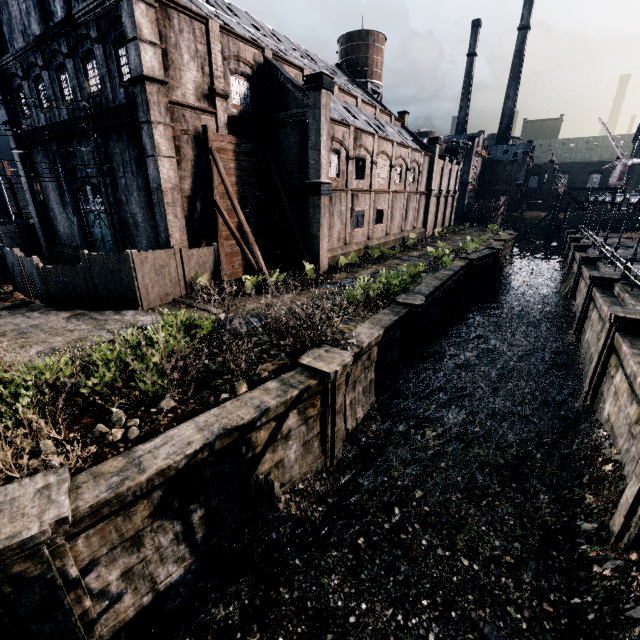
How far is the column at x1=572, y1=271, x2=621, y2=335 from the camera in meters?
20.8

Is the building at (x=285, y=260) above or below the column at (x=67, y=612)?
above

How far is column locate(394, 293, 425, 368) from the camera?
17.00m

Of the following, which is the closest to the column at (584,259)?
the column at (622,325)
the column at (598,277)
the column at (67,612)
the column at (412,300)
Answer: the column at (598,277)

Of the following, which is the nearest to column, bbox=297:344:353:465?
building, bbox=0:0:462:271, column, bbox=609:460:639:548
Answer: column, bbox=609:460:639:548

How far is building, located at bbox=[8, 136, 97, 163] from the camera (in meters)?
21.86

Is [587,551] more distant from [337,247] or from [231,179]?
[231,179]
